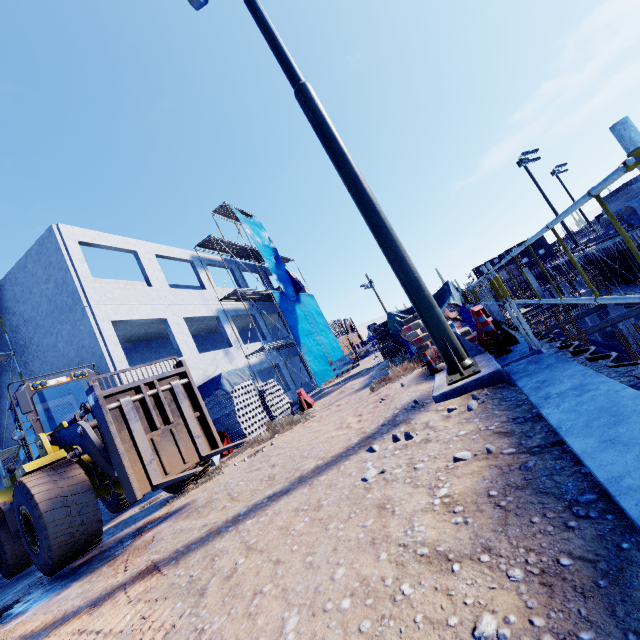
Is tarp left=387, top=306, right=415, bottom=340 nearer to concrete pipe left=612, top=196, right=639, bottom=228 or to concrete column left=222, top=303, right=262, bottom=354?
concrete column left=222, top=303, right=262, bottom=354

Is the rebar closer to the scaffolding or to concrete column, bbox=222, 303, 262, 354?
concrete column, bbox=222, 303, 262, 354

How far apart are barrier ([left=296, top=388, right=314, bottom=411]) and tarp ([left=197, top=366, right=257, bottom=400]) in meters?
1.5 m

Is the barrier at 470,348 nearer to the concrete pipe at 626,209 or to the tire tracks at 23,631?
the tire tracks at 23,631

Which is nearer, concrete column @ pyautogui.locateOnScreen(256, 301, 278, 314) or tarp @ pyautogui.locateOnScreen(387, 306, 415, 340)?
tarp @ pyautogui.locateOnScreen(387, 306, 415, 340)

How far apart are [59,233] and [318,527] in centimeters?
1652cm

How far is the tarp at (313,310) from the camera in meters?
23.8 m

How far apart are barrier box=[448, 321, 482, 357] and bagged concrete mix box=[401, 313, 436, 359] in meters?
0.4 m
